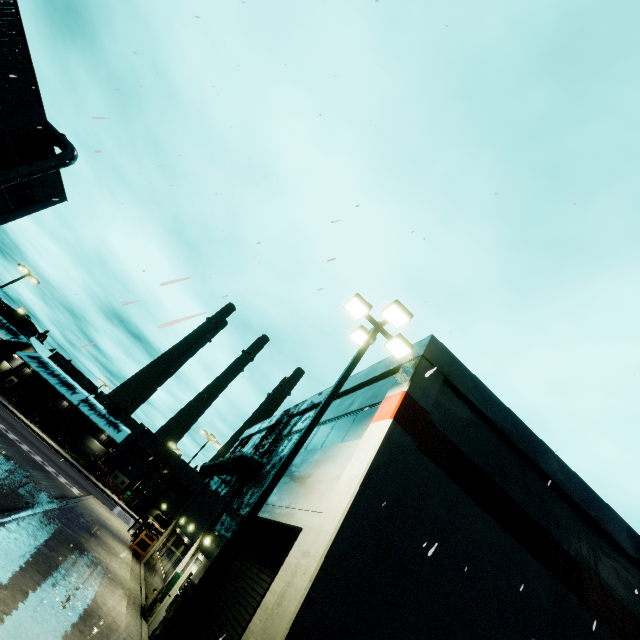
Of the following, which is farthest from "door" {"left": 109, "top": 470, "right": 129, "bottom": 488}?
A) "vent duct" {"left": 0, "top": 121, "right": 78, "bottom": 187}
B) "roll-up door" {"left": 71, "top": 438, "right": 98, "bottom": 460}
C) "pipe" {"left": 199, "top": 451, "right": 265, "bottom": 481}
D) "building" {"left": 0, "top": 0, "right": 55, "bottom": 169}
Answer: "vent duct" {"left": 0, "top": 121, "right": 78, "bottom": 187}

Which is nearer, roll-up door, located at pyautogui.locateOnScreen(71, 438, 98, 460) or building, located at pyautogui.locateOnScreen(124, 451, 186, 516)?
building, located at pyautogui.locateOnScreen(124, 451, 186, 516)

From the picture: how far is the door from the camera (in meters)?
53.75

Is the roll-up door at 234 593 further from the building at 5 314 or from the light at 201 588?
the light at 201 588

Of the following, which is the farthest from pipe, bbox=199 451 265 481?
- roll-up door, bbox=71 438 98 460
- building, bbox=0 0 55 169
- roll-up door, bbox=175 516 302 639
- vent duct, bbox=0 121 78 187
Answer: roll-up door, bbox=71 438 98 460

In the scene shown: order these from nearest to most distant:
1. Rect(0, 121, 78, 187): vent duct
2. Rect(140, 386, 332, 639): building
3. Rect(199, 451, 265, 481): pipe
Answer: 1. Rect(140, 386, 332, 639): building
2. Rect(199, 451, 265, 481): pipe
3. Rect(0, 121, 78, 187): vent duct

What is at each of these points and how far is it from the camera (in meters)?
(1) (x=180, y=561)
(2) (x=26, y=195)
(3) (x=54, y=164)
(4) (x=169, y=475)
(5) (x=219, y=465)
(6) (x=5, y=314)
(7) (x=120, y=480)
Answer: (1) building, 13.98
(2) building, 25.94
(3) vent duct, 23.64
(4) building, 57.53
(5) pipe, 18.98
(6) building, 57.44
(7) door, 54.12

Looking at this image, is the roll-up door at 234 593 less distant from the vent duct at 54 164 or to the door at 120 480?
the vent duct at 54 164
